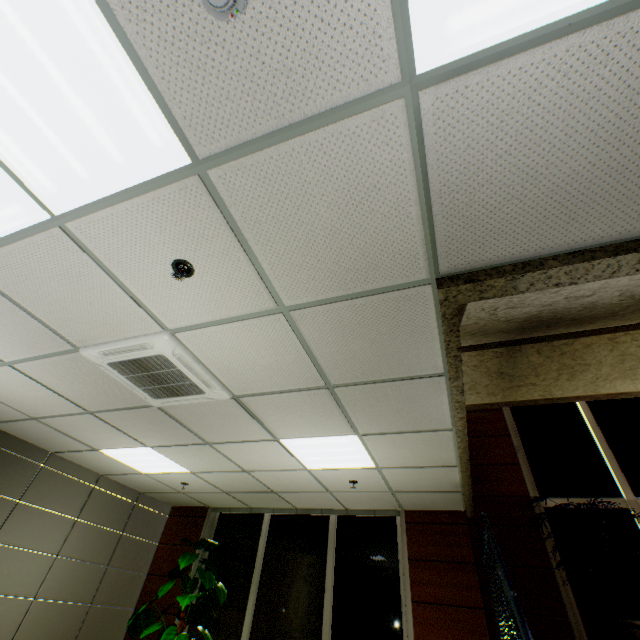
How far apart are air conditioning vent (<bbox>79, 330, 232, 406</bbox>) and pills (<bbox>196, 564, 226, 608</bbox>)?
3.42m

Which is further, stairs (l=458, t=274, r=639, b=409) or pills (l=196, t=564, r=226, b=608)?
pills (l=196, t=564, r=226, b=608)

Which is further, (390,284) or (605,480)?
(605,480)

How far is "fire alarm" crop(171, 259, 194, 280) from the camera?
2.0 meters

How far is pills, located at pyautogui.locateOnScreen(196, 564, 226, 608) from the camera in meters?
5.0

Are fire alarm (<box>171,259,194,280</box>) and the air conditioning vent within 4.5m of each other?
yes

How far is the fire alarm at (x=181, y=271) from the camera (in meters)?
1.97

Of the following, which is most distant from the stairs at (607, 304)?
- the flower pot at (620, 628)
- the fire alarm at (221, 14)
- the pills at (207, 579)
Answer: the pills at (207, 579)
